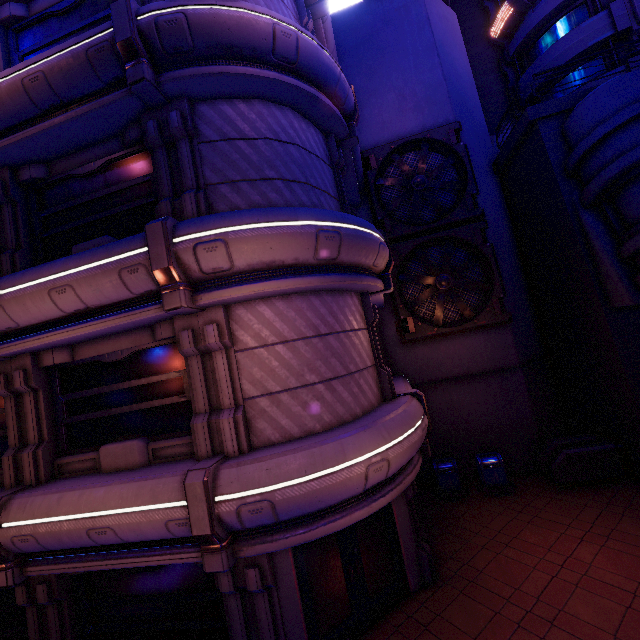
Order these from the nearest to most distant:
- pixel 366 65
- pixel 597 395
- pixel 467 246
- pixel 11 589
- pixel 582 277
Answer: pixel 11 589 < pixel 582 277 < pixel 597 395 < pixel 467 246 < pixel 366 65

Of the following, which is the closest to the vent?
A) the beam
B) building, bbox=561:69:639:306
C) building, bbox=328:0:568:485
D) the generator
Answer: building, bbox=328:0:568:485

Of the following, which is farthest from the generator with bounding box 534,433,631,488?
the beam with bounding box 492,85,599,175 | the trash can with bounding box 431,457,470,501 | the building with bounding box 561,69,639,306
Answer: the beam with bounding box 492,85,599,175

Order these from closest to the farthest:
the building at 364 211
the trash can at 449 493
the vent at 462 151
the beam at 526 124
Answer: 1. the beam at 526 124
2. the trash can at 449 493
3. the vent at 462 151
4. the building at 364 211

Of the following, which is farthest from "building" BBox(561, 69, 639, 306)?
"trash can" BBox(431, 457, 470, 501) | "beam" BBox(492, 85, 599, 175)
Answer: "trash can" BBox(431, 457, 470, 501)

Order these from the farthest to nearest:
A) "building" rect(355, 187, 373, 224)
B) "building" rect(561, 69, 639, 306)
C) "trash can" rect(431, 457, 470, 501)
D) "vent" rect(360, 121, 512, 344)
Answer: "building" rect(355, 187, 373, 224), "vent" rect(360, 121, 512, 344), "trash can" rect(431, 457, 470, 501), "building" rect(561, 69, 639, 306)

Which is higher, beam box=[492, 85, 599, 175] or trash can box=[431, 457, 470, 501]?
beam box=[492, 85, 599, 175]

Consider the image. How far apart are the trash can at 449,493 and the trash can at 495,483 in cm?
46
